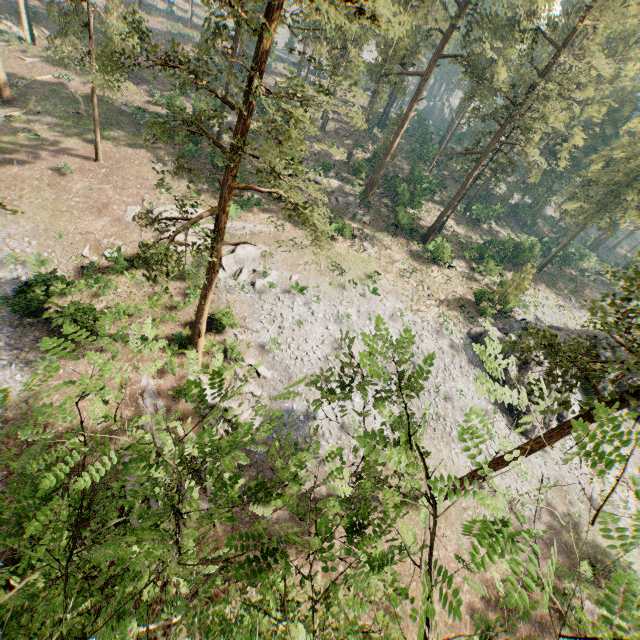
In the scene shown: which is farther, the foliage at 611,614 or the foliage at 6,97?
the foliage at 6,97

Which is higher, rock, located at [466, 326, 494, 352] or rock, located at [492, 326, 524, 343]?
rock, located at [492, 326, 524, 343]

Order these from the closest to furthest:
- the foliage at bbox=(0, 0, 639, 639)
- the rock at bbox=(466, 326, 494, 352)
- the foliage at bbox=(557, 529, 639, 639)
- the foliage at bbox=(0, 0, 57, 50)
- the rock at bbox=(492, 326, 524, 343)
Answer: the foliage at bbox=(557, 529, 639, 639), the foliage at bbox=(0, 0, 639, 639), the rock at bbox=(492, 326, 524, 343), the rock at bbox=(466, 326, 494, 352), the foliage at bbox=(0, 0, 57, 50)

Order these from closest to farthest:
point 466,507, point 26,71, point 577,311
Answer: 1. point 466,507
2. point 26,71
3. point 577,311

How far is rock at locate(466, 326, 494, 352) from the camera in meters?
30.9

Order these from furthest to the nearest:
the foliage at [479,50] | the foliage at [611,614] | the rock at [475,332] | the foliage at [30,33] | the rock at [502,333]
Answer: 1. the foliage at [30,33]
2. the rock at [475,332]
3. the rock at [502,333]
4. the foliage at [479,50]
5. the foliage at [611,614]

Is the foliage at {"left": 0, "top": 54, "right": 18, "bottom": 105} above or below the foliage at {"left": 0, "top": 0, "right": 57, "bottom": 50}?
below
